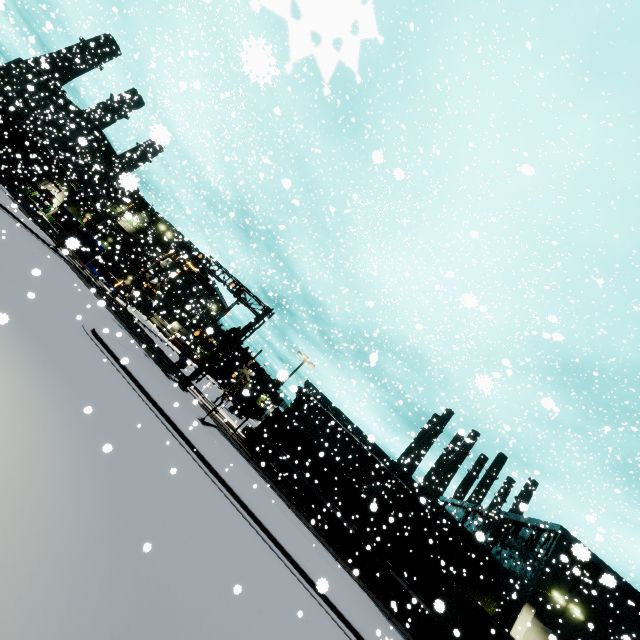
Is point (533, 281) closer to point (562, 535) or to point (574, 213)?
point (574, 213)

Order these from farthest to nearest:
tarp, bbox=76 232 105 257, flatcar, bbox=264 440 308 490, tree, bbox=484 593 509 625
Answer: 1. tree, bbox=484 593 509 625
2. tarp, bbox=76 232 105 257
3. flatcar, bbox=264 440 308 490

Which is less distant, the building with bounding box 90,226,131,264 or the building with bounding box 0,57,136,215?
the building with bounding box 0,57,136,215

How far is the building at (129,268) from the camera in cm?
4912

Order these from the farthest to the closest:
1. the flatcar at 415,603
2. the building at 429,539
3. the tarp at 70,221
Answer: the tarp at 70,221 → the building at 429,539 → the flatcar at 415,603

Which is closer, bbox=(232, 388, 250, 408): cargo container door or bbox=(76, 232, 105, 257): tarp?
bbox=(232, 388, 250, 408): cargo container door

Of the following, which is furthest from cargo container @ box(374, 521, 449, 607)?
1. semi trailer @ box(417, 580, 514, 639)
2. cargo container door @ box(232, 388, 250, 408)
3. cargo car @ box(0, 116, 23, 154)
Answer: cargo car @ box(0, 116, 23, 154)

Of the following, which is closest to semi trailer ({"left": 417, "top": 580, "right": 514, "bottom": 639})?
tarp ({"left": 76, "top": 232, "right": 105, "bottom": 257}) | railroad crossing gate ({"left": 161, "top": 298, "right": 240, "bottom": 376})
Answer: tarp ({"left": 76, "top": 232, "right": 105, "bottom": 257})
